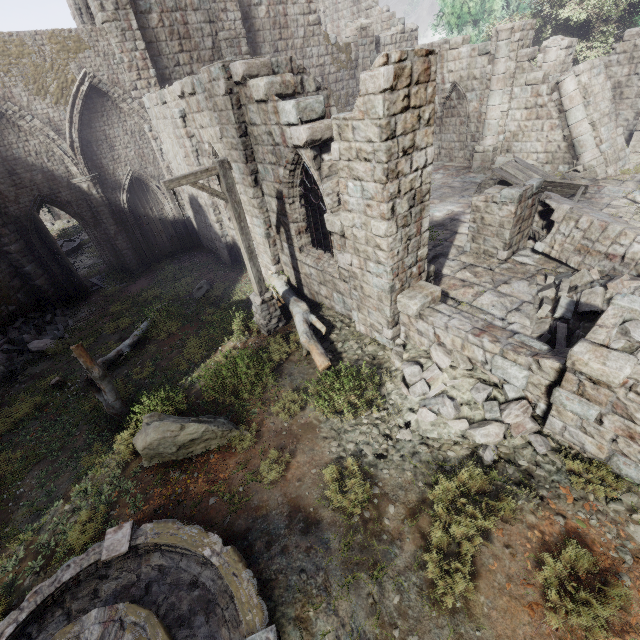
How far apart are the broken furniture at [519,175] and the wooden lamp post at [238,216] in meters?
11.9

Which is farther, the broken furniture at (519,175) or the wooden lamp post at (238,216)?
the broken furniture at (519,175)

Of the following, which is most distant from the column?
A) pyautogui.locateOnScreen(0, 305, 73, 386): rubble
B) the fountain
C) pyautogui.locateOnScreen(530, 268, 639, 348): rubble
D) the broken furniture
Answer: the broken furniture

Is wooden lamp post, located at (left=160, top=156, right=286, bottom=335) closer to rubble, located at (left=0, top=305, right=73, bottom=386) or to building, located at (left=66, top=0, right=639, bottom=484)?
building, located at (left=66, top=0, right=639, bottom=484)

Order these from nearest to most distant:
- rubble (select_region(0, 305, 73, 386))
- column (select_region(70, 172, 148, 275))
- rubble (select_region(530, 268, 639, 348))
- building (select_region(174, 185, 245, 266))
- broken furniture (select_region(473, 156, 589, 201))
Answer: rubble (select_region(530, 268, 639, 348))
rubble (select_region(0, 305, 73, 386))
broken furniture (select_region(473, 156, 589, 201))
building (select_region(174, 185, 245, 266))
column (select_region(70, 172, 148, 275))

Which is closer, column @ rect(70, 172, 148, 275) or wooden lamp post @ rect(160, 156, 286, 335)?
wooden lamp post @ rect(160, 156, 286, 335)

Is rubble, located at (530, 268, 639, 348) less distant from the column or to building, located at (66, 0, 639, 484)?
building, located at (66, 0, 639, 484)

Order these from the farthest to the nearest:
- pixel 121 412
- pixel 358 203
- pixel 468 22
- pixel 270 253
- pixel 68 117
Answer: pixel 468 22
pixel 68 117
pixel 270 253
pixel 121 412
pixel 358 203
